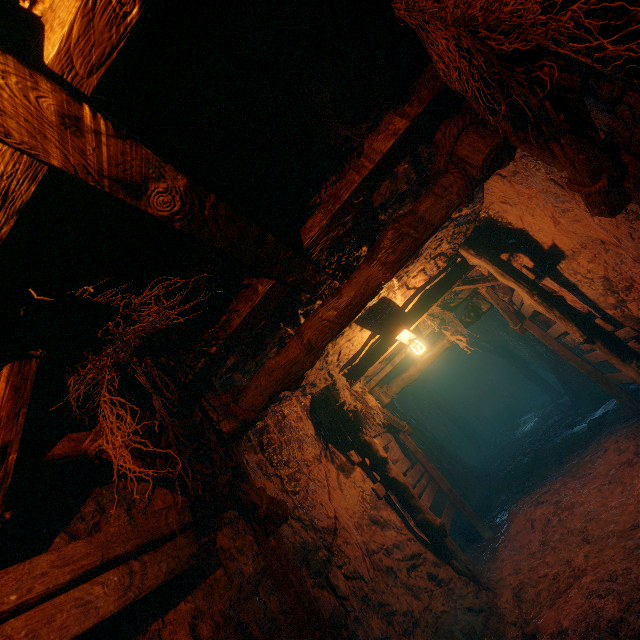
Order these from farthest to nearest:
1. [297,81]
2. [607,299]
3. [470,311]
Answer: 1. [470,311]
2. [607,299]
3. [297,81]
